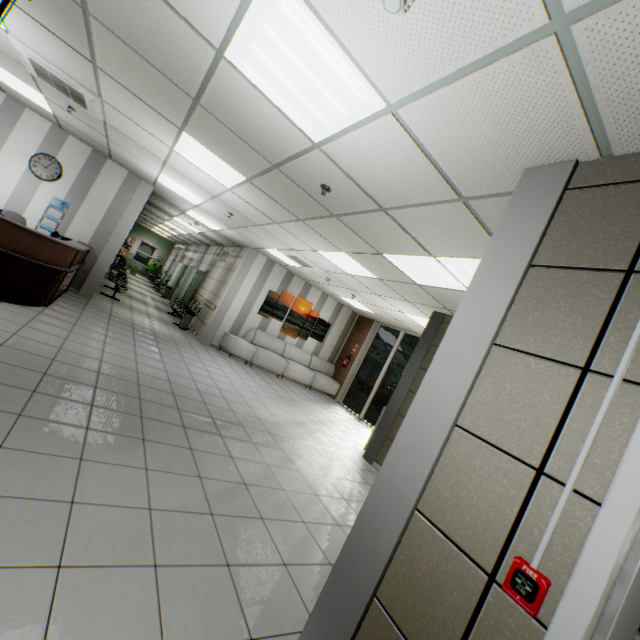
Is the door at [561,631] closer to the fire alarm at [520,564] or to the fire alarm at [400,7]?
the fire alarm at [520,564]

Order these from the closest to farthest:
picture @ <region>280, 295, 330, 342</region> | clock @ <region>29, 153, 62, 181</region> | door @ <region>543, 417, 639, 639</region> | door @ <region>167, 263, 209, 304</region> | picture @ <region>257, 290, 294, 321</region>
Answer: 1. door @ <region>543, 417, 639, 639</region>
2. clock @ <region>29, 153, 62, 181</region>
3. picture @ <region>257, 290, 294, 321</region>
4. picture @ <region>280, 295, 330, 342</region>
5. door @ <region>167, 263, 209, 304</region>

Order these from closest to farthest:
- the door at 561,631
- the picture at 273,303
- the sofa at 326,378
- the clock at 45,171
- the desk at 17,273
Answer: the door at 561,631 < the desk at 17,273 < the clock at 45,171 < the sofa at 326,378 < the picture at 273,303

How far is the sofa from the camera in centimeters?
970cm

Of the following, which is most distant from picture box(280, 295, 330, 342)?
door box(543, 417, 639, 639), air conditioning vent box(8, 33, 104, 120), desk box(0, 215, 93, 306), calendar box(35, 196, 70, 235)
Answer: door box(543, 417, 639, 639)

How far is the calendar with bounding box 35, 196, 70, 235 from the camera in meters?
7.3 m

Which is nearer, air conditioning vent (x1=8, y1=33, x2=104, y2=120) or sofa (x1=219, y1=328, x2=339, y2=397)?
air conditioning vent (x1=8, y1=33, x2=104, y2=120)

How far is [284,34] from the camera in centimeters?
200cm
